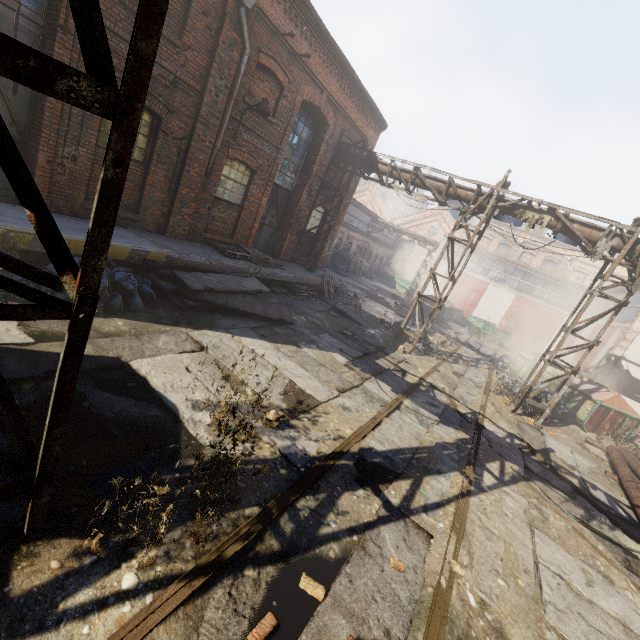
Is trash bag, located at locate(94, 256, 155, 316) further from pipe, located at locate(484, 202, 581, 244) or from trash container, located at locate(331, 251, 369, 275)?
trash container, located at locate(331, 251, 369, 275)

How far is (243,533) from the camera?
3.13m

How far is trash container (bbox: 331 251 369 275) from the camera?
29.34m

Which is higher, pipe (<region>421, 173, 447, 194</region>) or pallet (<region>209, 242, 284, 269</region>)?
pipe (<region>421, 173, 447, 194</region>)

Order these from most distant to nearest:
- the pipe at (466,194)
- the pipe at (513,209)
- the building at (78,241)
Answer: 1. the pipe at (466,194)
2. the pipe at (513,209)
3. the building at (78,241)

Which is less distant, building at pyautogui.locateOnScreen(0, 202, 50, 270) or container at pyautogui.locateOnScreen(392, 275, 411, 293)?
building at pyautogui.locateOnScreen(0, 202, 50, 270)

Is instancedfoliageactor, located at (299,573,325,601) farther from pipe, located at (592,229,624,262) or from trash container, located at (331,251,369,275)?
trash container, located at (331,251,369,275)

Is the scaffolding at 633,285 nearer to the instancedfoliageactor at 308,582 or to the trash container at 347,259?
→ the instancedfoliageactor at 308,582
